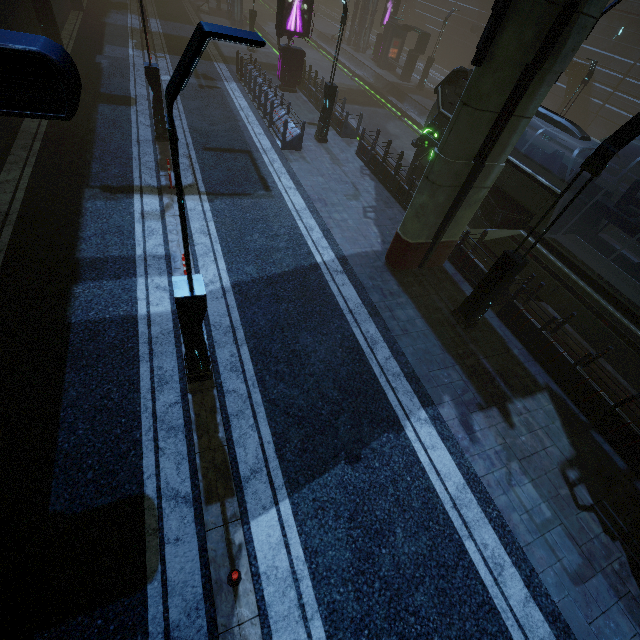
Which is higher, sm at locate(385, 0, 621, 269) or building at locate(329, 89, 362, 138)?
sm at locate(385, 0, 621, 269)

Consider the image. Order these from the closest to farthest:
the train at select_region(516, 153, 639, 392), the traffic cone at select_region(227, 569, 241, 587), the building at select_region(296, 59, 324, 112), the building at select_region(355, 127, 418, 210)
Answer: the traffic cone at select_region(227, 569, 241, 587) < the train at select_region(516, 153, 639, 392) < the building at select_region(355, 127, 418, 210) < the building at select_region(296, 59, 324, 112)

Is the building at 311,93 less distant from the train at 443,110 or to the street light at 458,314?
the train at 443,110

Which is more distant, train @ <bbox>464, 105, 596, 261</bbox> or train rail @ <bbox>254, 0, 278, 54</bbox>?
train rail @ <bbox>254, 0, 278, 54</bbox>

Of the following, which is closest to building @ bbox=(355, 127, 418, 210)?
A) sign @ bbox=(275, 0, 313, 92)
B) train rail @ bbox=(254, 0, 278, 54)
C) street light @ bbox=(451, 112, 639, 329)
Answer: train rail @ bbox=(254, 0, 278, 54)

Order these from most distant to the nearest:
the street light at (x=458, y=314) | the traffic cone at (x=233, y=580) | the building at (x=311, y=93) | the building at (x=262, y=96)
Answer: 1. the building at (x=311, y=93)
2. the building at (x=262, y=96)
3. the street light at (x=458, y=314)
4. the traffic cone at (x=233, y=580)

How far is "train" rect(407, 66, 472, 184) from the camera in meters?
12.3

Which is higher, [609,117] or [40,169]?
[609,117]
